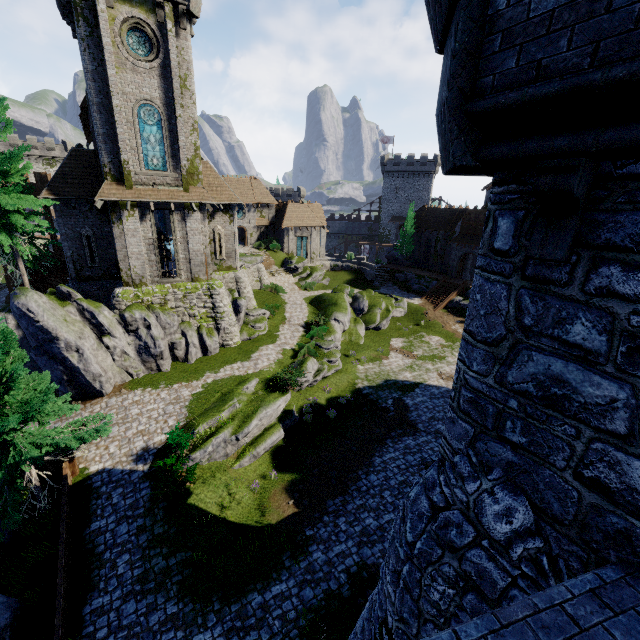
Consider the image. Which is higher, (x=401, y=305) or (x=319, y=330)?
(x=319, y=330)

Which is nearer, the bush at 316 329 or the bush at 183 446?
the bush at 183 446

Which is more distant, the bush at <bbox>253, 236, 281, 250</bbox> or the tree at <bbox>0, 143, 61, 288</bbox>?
the bush at <bbox>253, 236, 281, 250</bbox>

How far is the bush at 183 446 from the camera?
14.05m

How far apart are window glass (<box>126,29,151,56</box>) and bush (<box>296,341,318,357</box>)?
20.6 meters

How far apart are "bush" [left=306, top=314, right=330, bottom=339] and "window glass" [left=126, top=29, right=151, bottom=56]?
20.83m

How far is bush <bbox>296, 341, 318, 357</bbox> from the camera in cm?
2495

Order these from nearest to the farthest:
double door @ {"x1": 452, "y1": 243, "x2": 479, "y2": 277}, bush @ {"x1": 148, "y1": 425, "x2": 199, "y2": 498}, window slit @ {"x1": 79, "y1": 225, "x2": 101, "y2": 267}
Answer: bush @ {"x1": 148, "y1": 425, "x2": 199, "y2": 498} < window slit @ {"x1": 79, "y1": 225, "x2": 101, "y2": 267} < double door @ {"x1": 452, "y1": 243, "x2": 479, "y2": 277}
